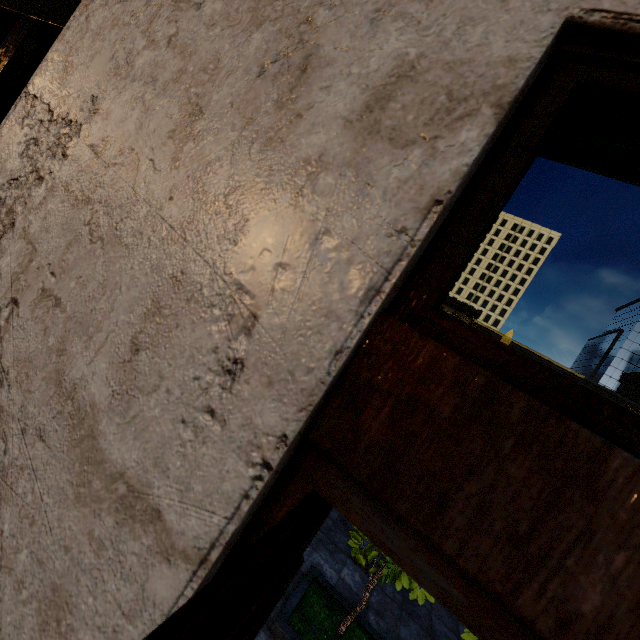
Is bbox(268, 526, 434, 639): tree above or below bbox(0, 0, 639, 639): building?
below

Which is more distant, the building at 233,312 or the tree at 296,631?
the tree at 296,631

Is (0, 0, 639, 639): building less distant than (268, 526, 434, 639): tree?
Yes

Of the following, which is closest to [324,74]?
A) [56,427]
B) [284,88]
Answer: [284,88]

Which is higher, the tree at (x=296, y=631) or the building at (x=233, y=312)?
the building at (x=233, y=312)
